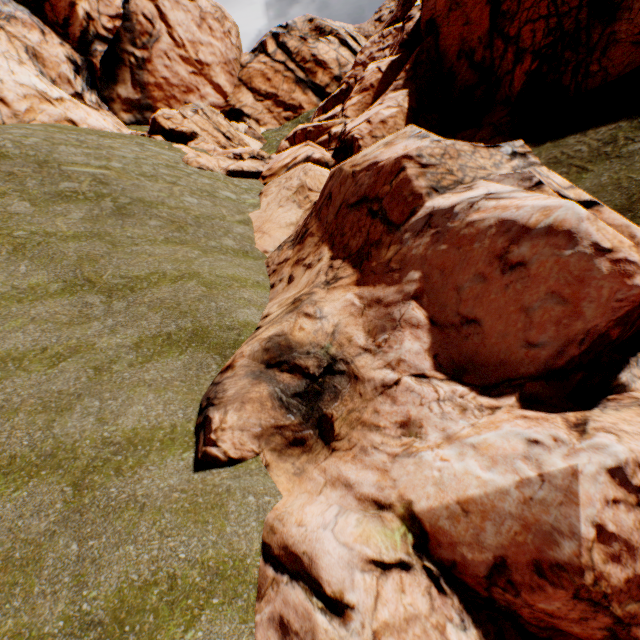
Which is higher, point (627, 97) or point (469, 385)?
point (627, 97)
